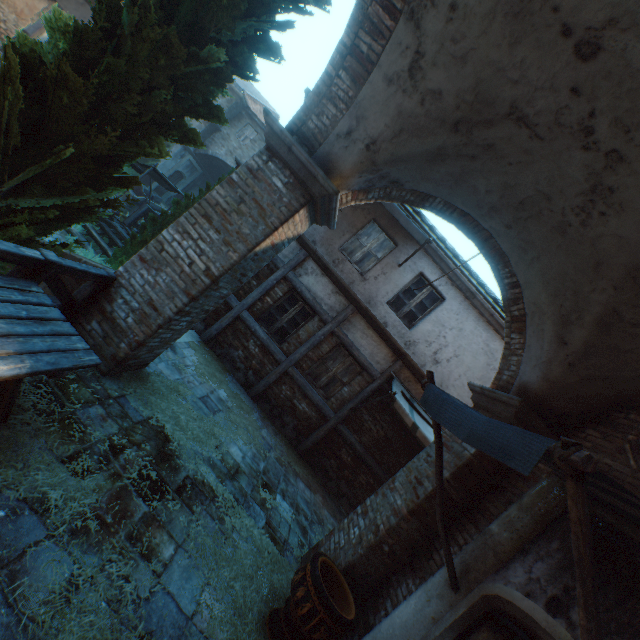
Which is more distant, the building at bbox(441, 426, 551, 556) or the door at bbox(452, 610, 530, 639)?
the building at bbox(441, 426, 551, 556)

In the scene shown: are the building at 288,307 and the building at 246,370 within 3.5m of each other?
yes

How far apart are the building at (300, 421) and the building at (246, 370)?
0.3 meters

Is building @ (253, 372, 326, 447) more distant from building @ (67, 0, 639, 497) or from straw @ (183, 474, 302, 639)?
building @ (67, 0, 639, 497)

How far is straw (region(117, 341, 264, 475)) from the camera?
4.7m

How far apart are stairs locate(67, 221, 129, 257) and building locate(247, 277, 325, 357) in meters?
3.8 m

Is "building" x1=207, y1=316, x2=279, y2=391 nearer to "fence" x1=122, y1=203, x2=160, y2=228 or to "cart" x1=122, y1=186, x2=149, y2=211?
"fence" x1=122, y1=203, x2=160, y2=228

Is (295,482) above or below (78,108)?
below
